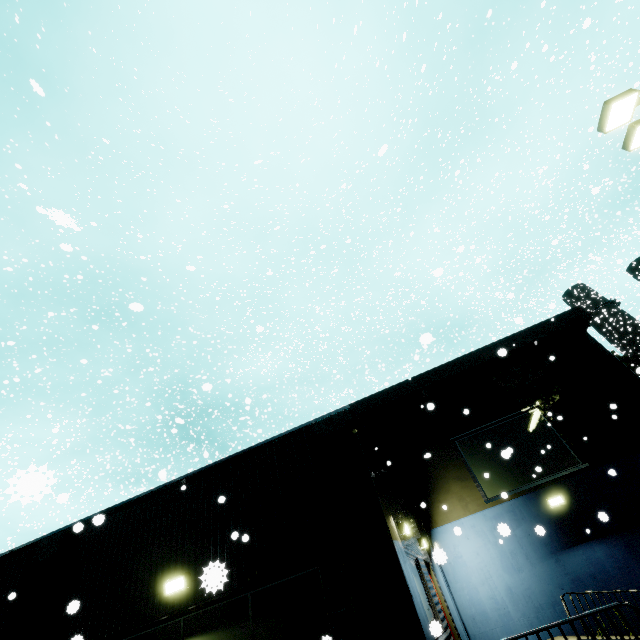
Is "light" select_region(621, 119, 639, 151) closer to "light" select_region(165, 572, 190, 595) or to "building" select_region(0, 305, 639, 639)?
"building" select_region(0, 305, 639, 639)

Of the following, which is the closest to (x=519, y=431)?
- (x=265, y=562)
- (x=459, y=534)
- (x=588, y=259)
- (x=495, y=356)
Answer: (x=495, y=356)

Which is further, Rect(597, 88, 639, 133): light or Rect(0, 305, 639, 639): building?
Rect(597, 88, 639, 133): light

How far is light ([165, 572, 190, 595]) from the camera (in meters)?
6.41

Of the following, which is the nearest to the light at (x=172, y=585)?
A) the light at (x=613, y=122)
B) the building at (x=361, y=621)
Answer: the building at (x=361, y=621)

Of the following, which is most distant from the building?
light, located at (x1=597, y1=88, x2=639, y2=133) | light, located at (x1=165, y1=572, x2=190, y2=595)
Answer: light, located at (x1=597, y1=88, x2=639, y2=133)
